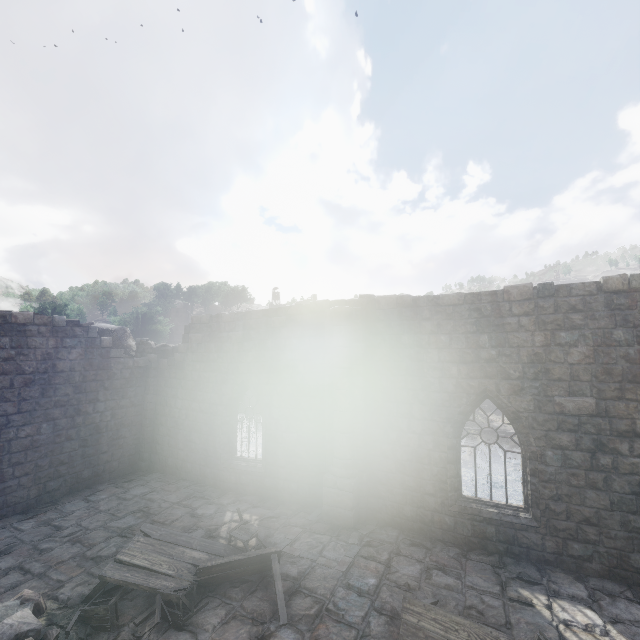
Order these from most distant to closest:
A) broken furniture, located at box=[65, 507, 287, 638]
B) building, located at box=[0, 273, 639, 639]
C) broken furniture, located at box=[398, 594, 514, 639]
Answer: building, located at box=[0, 273, 639, 639] → broken furniture, located at box=[65, 507, 287, 638] → broken furniture, located at box=[398, 594, 514, 639]

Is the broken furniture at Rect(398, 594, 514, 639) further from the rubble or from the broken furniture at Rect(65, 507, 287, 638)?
the rubble

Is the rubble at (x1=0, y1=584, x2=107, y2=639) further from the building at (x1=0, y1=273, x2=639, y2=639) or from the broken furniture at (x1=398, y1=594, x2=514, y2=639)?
the broken furniture at (x1=398, y1=594, x2=514, y2=639)

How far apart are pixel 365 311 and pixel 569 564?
8.04m

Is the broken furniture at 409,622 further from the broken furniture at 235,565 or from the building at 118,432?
the broken furniture at 235,565

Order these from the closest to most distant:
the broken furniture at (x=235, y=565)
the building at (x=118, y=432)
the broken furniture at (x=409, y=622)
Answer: the broken furniture at (x=409, y=622)
the broken furniture at (x=235, y=565)
the building at (x=118, y=432)

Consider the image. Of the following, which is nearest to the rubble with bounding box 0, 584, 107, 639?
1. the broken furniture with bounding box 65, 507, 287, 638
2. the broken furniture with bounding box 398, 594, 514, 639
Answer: the broken furniture with bounding box 65, 507, 287, 638
